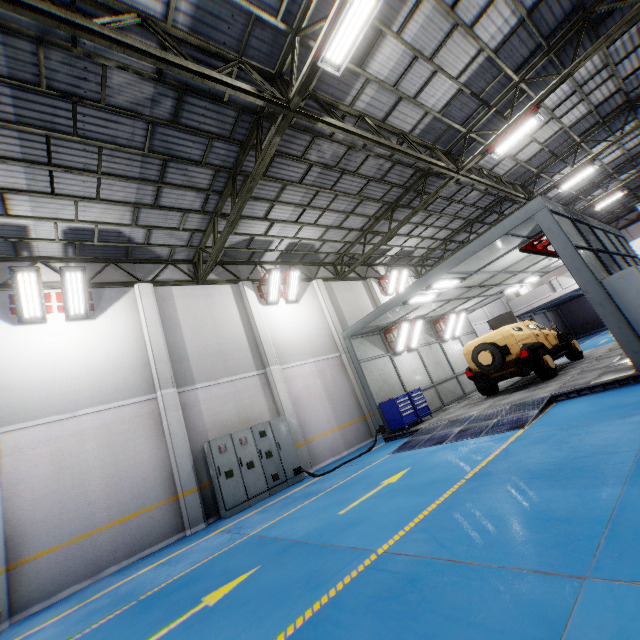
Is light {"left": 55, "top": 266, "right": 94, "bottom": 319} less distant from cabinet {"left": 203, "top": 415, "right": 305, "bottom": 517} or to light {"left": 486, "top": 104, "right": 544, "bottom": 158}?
cabinet {"left": 203, "top": 415, "right": 305, "bottom": 517}

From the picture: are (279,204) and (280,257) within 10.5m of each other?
yes

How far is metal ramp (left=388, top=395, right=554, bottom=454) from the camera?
7.0m

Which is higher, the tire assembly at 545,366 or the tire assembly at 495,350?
the tire assembly at 495,350

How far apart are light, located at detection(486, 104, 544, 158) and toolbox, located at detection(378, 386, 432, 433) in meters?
8.7

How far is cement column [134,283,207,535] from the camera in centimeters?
909cm

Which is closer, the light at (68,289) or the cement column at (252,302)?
the light at (68,289)

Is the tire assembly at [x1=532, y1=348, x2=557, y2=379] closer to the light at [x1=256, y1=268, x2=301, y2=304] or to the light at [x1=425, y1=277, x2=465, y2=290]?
the light at [x1=425, y1=277, x2=465, y2=290]
